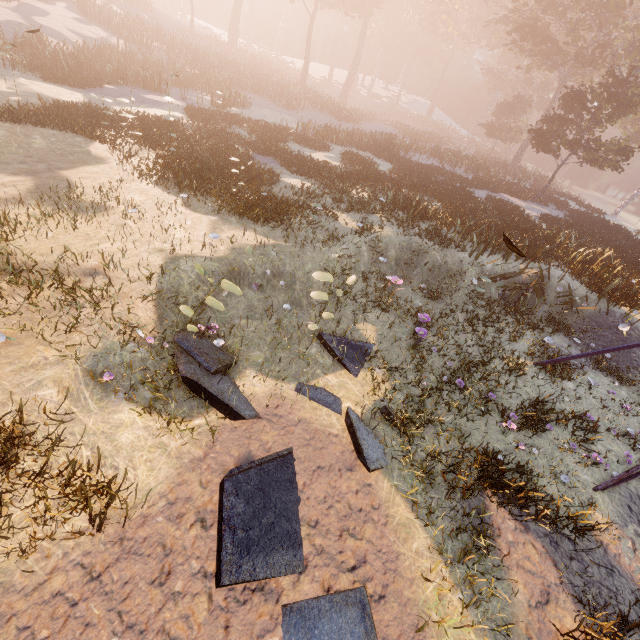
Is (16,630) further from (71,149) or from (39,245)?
(71,149)
